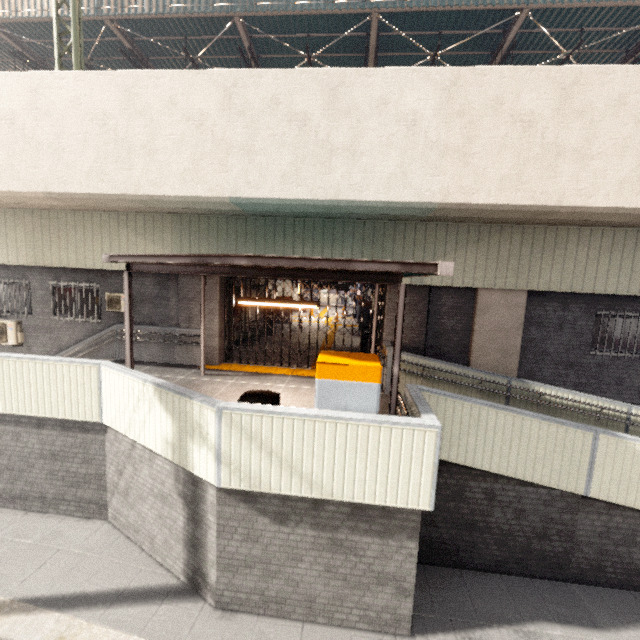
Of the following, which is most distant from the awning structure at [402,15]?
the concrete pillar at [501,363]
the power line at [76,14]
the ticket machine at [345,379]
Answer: the ticket machine at [345,379]

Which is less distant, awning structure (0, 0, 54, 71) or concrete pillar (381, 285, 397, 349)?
concrete pillar (381, 285, 397, 349)

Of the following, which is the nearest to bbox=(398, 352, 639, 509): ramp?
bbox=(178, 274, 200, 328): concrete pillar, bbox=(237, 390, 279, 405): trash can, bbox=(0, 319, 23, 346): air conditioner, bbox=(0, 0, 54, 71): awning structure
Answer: bbox=(237, 390, 279, 405): trash can

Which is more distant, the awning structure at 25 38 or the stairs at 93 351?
the awning structure at 25 38

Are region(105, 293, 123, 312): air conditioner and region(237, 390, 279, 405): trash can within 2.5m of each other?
no

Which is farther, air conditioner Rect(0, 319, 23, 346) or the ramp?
air conditioner Rect(0, 319, 23, 346)

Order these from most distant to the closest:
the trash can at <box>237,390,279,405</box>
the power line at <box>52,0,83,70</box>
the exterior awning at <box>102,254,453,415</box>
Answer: the power line at <box>52,0,83,70</box> < the trash can at <box>237,390,279,405</box> < the exterior awning at <box>102,254,453,415</box>

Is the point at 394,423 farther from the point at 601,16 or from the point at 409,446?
the point at 601,16
